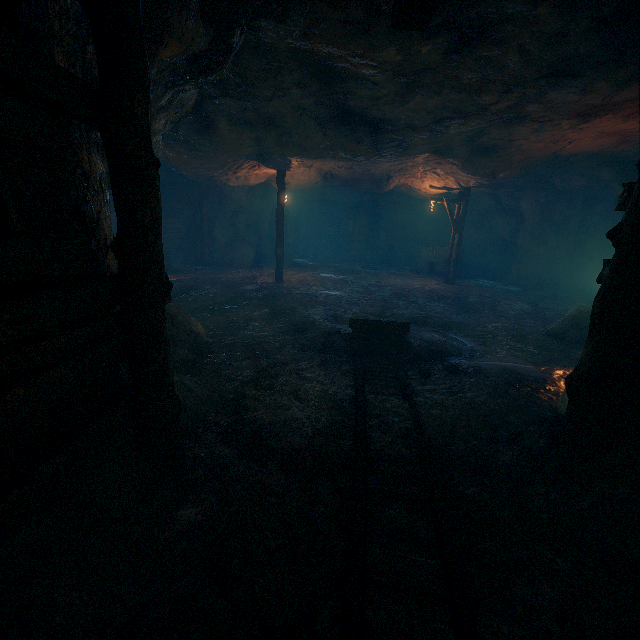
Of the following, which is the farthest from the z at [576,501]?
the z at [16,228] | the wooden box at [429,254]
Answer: the z at [16,228]

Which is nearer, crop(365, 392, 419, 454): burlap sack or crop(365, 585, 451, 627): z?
crop(365, 585, 451, 627): z

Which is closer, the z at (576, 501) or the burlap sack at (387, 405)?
the z at (576, 501)

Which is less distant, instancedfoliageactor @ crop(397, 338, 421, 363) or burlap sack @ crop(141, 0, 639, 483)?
burlap sack @ crop(141, 0, 639, 483)

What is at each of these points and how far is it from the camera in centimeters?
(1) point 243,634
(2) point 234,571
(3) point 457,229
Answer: (1) instancedfoliageactor, 199cm
(2) instancedfoliageactor, 231cm
(3) lantern, 1592cm

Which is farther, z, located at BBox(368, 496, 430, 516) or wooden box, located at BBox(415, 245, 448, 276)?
wooden box, located at BBox(415, 245, 448, 276)

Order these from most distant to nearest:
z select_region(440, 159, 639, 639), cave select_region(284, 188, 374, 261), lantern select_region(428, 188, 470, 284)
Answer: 1. cave select_region(284, 188, 374, 261)
2. lantern select_region(428, 188, 470, 284)
3. z select_region(440, 159, 639, 639)

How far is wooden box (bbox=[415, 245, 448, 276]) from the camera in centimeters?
1950cm
